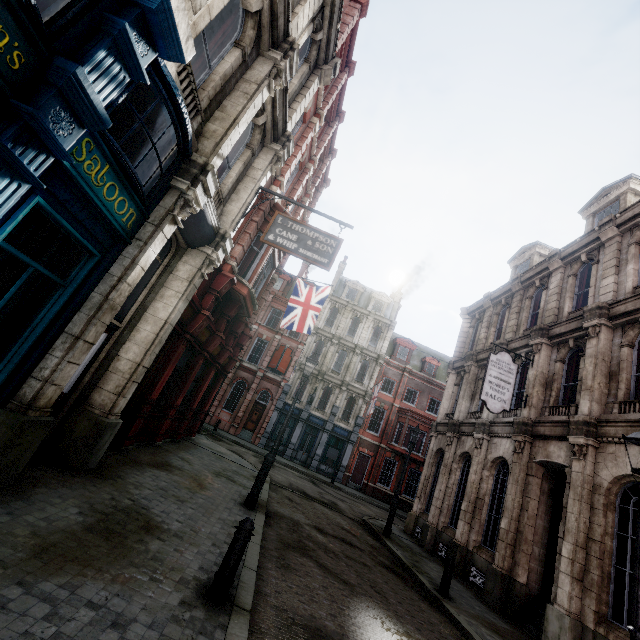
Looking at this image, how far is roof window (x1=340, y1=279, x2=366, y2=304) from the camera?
35.5 meters

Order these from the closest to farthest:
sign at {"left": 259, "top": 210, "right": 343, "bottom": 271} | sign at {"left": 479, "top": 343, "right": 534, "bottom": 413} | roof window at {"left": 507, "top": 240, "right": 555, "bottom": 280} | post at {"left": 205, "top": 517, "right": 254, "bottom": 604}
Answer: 1. post at {"left": 205, "top": 517, "right": 254, "bottom": 604}
2. sign at {"left": 259, "top": 210, "right": 343, "bottom": 271}
3. sign at {"left": 479, "top": 343, "right": 534, "bottom": 413}
4. roof window at {"left": 507, "top": 240, "right": 555, "bottom": 280}

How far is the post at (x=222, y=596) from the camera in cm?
416

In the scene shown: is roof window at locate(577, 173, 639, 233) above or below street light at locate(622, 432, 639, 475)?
above

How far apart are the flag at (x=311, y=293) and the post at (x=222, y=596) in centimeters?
1090cm

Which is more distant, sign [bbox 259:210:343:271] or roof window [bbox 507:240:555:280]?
roof window [bbox 507:240:555:280]

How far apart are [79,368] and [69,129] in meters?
4.8 m

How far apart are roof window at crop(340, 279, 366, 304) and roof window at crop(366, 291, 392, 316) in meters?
0.6
